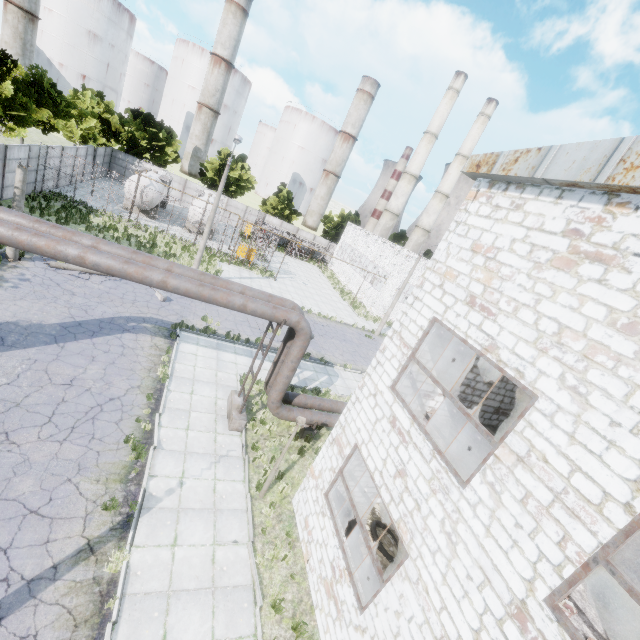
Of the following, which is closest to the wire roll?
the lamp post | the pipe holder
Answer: the pipe holder

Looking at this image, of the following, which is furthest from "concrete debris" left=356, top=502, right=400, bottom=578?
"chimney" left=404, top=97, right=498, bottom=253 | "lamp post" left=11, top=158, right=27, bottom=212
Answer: "chimney" left=404, top=97, right=498, bottom=253

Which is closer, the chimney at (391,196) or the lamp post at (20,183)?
the lamp post at (20,183)

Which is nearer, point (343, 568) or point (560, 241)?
point (560, 241)

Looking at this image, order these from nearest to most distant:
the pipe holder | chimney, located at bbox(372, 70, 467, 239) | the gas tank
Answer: the pipe holder → the gas tank → chimney, located at bbox(372, 70, 467, 239)

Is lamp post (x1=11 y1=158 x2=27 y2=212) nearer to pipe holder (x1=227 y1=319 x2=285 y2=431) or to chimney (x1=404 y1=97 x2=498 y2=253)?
pipe holder (x1=227 y1=319 x2=285 y2=431)

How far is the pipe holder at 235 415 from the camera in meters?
11.6

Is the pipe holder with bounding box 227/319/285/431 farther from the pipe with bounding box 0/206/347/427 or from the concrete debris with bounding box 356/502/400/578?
the concrete debris with bounding box 356/502/400/578
